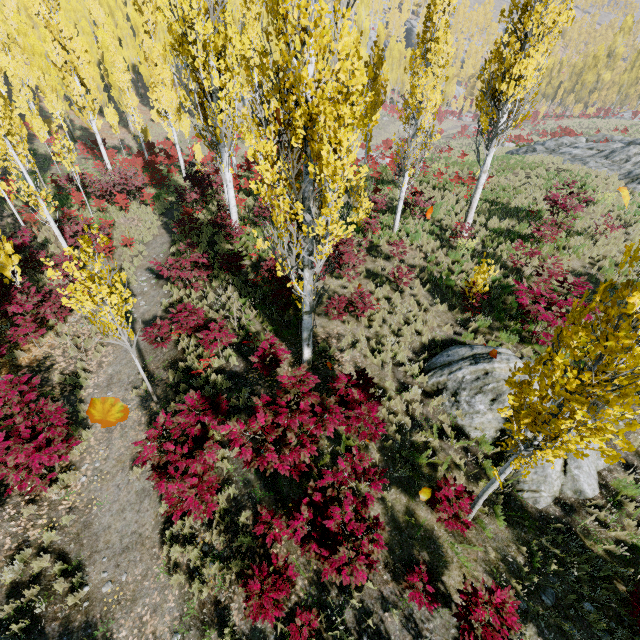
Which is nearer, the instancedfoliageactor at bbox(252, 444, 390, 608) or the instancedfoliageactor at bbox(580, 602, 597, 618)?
the instancedfoliageactor at bbox(252, 444, 390, 608)

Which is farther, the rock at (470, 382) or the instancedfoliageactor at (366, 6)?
the instancedfoliageactor at (366, 6)

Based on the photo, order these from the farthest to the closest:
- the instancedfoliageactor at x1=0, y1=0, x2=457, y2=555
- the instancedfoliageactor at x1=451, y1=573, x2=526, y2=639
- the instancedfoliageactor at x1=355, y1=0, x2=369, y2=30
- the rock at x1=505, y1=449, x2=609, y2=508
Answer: the instancedfoliageactor at x1=355, y1=0, x2=369, y2=30 < the rock at x1=505, y1=449, x2=609, y2=508 < the instancedfoliageactor at x1=0, y1=0, x2=457, y2=555 < the instancedfoliageactor at x1=451, y1=573, x2=526, y2=639

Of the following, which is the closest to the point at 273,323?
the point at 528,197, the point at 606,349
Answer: the point at 606,349

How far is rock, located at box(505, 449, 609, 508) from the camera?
6.5m

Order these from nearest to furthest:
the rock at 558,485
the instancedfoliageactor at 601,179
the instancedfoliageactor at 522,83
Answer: the rock at 558,485, the instancedfoliageactor at 522,83, the instancedfoliageactor at 601,179

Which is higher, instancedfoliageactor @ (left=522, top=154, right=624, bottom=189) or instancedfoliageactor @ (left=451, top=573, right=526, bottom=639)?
instancedfoliageactor @ (left=522, top=154, right=624, bottom=189)
